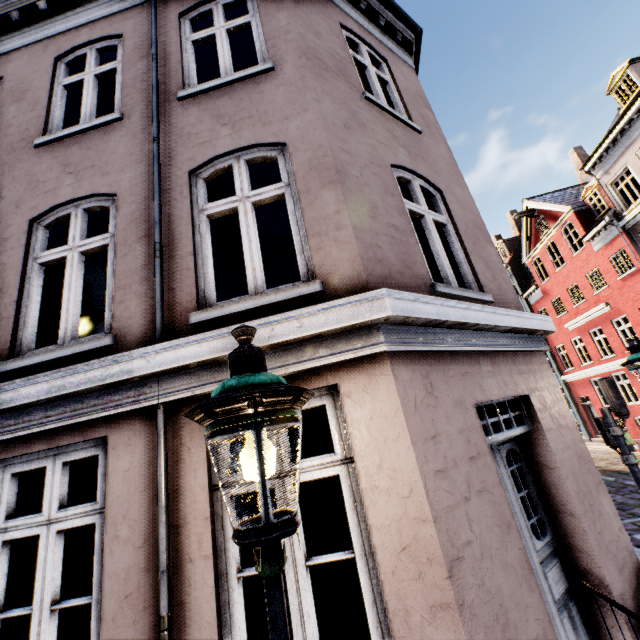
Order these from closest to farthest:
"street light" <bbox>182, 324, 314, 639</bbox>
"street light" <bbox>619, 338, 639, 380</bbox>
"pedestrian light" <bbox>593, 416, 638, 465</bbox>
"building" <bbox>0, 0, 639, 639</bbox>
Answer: "street light" <bbox>182, 324, 314, 639</bbox>, "building" <bbox>0, 0, 639, 639</bbox>, "street light" <bbox>619, 338, 639, 380</bbox>, "pedestrian light" <bbox>593, 416, 638, 465</bbox>

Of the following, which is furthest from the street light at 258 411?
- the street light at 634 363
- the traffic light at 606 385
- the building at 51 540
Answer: the traffic light at 606 385

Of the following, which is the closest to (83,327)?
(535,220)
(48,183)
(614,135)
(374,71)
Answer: (48,183)

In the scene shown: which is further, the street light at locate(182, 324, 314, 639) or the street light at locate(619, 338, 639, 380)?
the street light at locate(619, 338, 639, 380)

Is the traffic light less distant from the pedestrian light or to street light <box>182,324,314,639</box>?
the pedestrian light

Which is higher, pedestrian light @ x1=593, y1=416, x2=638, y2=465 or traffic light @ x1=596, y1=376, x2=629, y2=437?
traffic light @ x1=596, y1=376, x2=629, y2=437

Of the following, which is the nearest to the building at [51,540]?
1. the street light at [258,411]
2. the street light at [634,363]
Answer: the street light at [258,411]

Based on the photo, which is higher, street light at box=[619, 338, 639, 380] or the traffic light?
street light at box=[619, 338, 639, 380]
